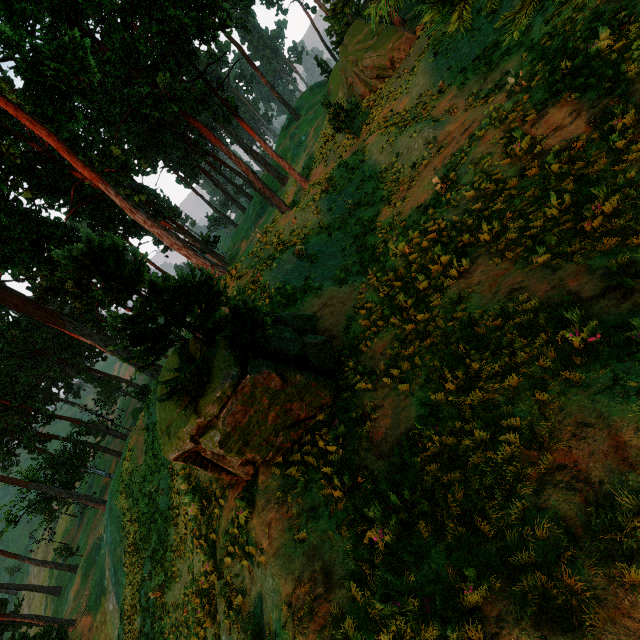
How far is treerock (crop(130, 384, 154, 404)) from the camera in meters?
54.3

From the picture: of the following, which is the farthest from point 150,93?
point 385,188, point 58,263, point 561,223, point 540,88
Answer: point 561,223

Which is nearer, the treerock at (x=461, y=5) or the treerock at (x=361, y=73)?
the treerock at (x=461, y=5)

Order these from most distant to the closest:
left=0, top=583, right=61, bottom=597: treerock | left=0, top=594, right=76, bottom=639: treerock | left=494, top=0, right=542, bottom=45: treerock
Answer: left=0, top=583, right=61, bottom=597: treerock < left=0, top=594, right=76, bottom=639: treerock < left=494, top=0, right=542, bottom=45: treerock

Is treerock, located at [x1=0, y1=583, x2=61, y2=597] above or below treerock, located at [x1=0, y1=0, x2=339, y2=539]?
below

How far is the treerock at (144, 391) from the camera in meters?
54.3
